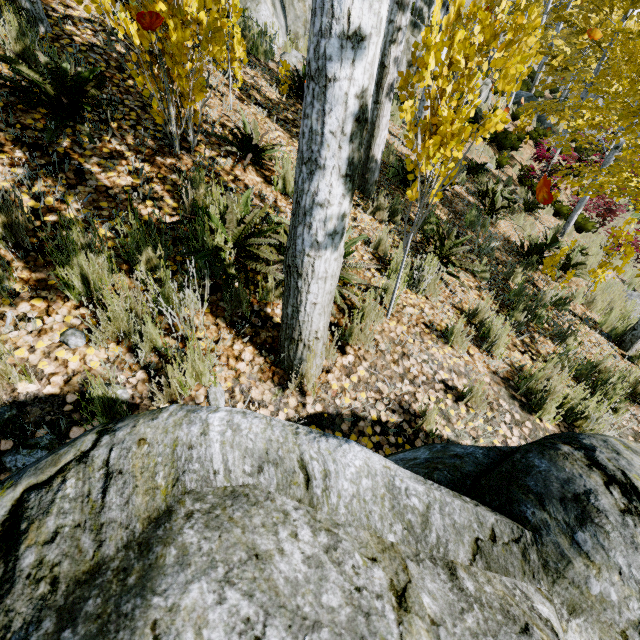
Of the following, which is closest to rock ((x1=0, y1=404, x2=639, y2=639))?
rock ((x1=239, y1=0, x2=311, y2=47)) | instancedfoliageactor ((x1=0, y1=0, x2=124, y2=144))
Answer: instancedfoliageactor ((x1=0, y1=0, x2=124, y2=144))

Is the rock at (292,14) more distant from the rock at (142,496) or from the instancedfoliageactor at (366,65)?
the rock at (142,496)

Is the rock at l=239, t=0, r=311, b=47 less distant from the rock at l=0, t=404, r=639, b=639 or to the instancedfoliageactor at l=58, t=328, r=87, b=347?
the instancedfoliageactor at l=58, t=328, r=87, b=347

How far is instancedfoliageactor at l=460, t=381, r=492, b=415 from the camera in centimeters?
269cm

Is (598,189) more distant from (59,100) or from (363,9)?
(59,100)
